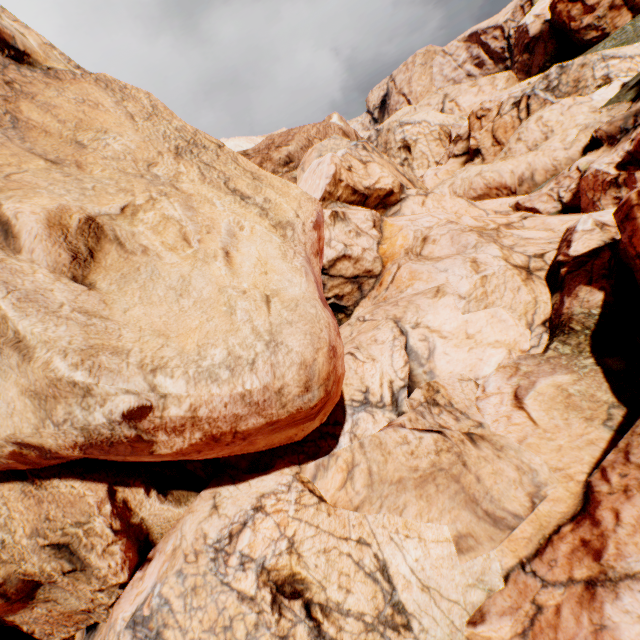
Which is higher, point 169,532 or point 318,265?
point 318,265
